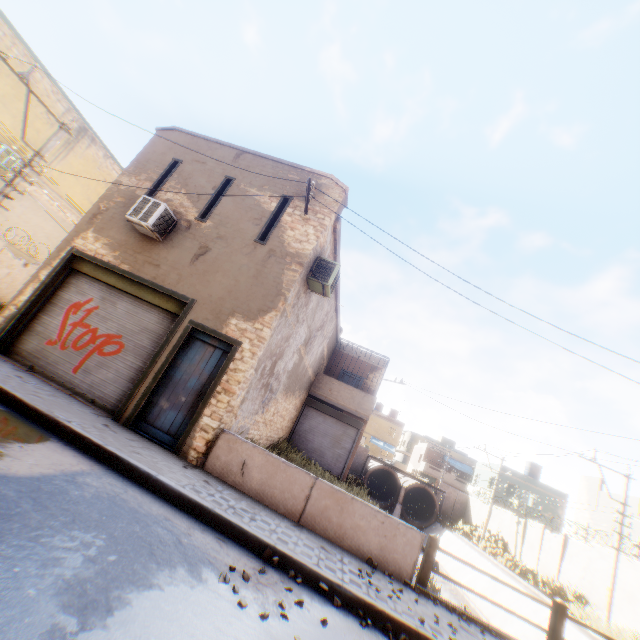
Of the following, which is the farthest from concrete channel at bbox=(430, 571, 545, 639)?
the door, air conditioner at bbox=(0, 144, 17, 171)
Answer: the door

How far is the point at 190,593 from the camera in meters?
3.2

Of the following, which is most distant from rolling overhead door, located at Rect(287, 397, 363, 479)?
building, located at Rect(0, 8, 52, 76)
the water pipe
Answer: the water pipe

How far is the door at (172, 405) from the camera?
7.42m

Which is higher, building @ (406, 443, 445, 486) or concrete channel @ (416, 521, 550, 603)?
building @ (406, 443, 445, 486)

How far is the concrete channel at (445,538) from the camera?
17.44m

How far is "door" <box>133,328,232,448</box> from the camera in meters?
7.4

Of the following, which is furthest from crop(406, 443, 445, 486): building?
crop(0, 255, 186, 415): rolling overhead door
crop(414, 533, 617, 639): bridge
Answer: crop(414, 533, 617, 639): bridge
